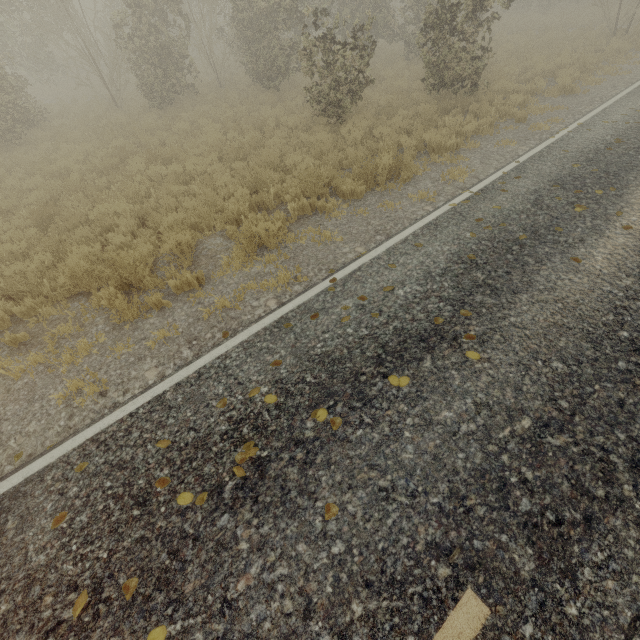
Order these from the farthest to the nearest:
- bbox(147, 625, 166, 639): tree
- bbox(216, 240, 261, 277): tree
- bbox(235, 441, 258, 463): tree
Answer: bbox(216, 240, 261, 277): tree < bbox(235, 441, 258, 463): tree < bbox(147, 625, 166, 639): tree

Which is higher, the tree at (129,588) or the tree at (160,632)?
the tree at (160,632)

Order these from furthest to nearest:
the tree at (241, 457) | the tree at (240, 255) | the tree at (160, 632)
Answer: the tree at (240, 255), the tree at (241, 457), the tree at (160, 632)

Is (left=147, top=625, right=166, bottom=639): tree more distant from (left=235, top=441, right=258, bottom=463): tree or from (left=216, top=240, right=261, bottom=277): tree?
(left=216, top=240, right=261, bottom=277): tree

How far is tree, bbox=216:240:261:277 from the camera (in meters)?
5.88

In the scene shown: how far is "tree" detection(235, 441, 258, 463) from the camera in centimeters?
319cm

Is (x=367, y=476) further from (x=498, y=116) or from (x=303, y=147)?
(x=498, y=116)
